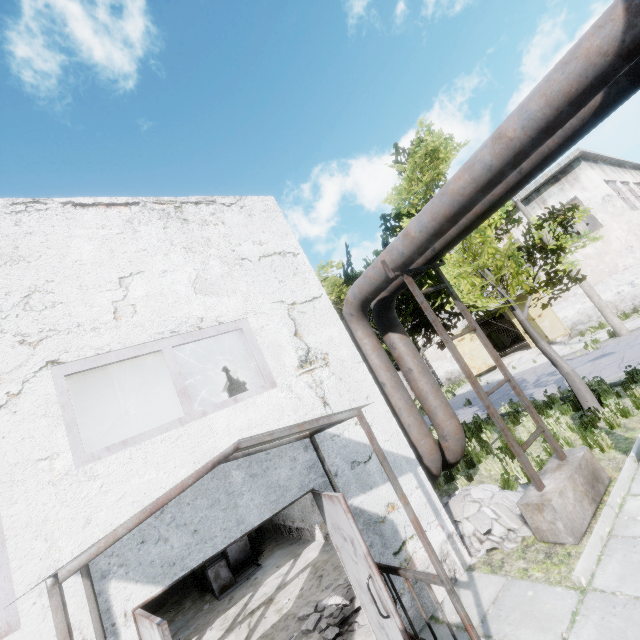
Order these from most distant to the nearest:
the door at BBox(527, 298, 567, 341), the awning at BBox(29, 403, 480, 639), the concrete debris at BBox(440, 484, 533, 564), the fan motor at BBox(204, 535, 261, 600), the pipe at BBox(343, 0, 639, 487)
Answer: the door at BBox(527, 298, 567, 341)
the fan motor at BBox(204, 535, 261, 600)
the concrete debris at BBox(440, 484, 533, 564)
the pipe at BBox(343, 0, 639, 487)
the awning at BBox(29, 403, 480, 639)

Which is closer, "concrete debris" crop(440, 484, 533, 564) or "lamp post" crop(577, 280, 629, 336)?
"concrete debris" crop(440, 484, 533, 564)

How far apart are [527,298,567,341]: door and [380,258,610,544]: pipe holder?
21.03m

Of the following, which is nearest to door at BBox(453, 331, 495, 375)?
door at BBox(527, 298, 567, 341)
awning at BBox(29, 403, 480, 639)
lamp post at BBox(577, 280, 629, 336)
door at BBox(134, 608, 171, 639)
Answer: door at BBox(527, 298, 567, 341)

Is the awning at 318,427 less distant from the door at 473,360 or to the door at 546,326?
the door at 546,326

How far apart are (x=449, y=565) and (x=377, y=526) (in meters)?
1.41

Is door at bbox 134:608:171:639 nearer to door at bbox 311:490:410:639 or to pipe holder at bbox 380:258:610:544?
door at bbox 311:490:410:639

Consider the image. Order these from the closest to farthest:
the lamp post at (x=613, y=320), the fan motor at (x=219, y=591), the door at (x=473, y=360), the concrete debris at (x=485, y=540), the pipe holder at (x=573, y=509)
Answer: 1. the pipe holder at (x=573, y=509)
2. the concrete debris at (x=485, y=540)
3. the fan motor at (x=219, y=591)
4. the lamp post at (x=613, y=320)
5. the door at (x=473, y=360)
